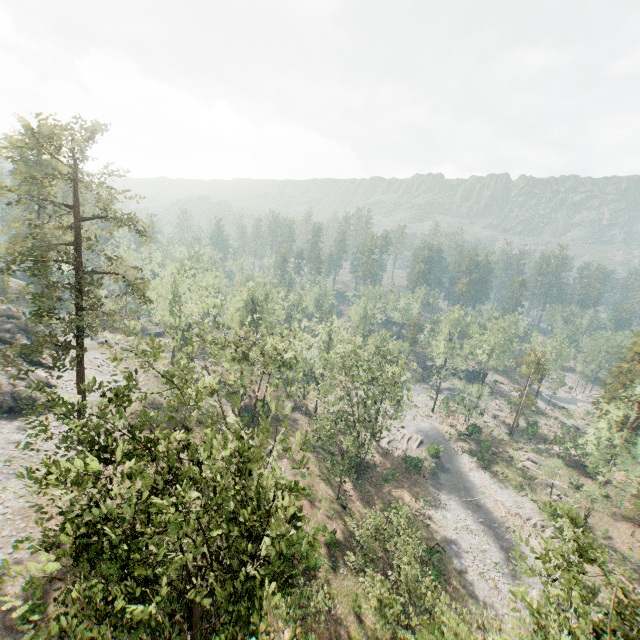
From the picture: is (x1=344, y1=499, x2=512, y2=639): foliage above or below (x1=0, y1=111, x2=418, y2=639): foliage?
below

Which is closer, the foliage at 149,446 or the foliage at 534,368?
the foliage at 149,446

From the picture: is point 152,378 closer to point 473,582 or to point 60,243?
point 60,243

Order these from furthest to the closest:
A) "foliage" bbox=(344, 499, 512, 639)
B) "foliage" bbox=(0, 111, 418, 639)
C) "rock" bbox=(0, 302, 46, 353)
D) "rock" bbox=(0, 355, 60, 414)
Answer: "rock" bbox=(0, 302, 46, 353) → "rock" bbox=(0, 355, 60, 414) → "foliage" bbox=(344, 499, 512, 639) → "foliage" bbox=(0, 111, 418, 639)

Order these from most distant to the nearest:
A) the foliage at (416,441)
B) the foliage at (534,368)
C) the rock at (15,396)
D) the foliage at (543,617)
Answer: the foliage at (534,368)
the foliage at (416,441)
the rock at (15,396)
the foliage at (543,617)

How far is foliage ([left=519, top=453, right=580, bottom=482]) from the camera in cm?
4614
